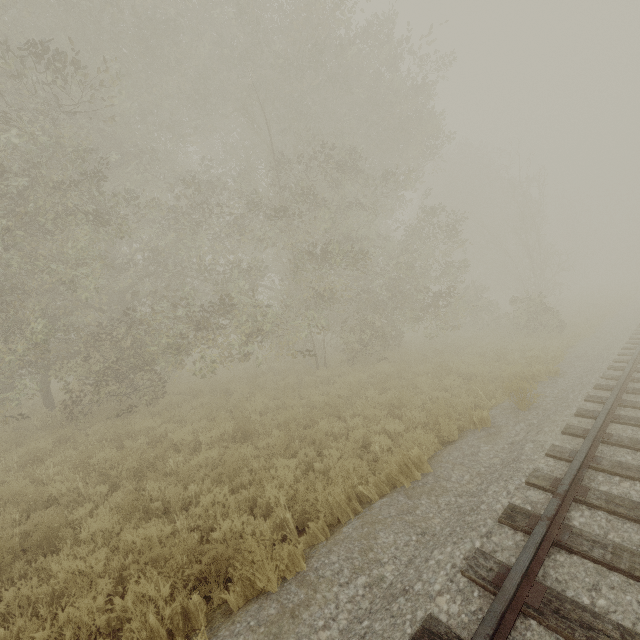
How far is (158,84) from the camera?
12.9 meters
